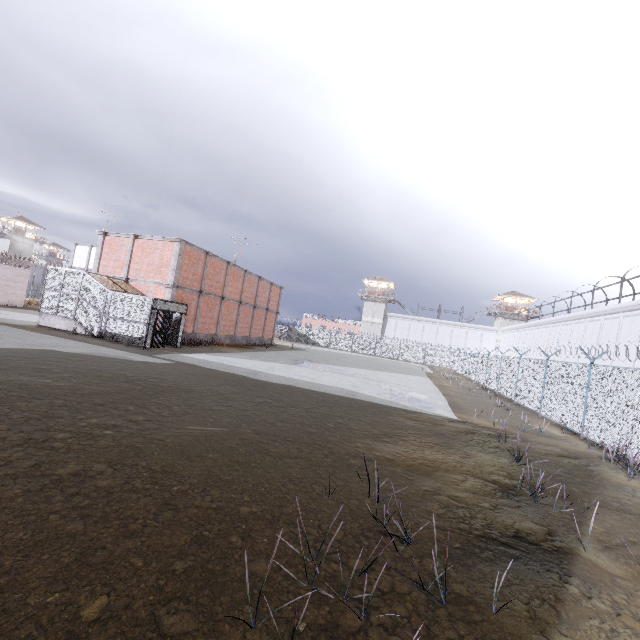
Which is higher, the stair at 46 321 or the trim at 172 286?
the trim at 172 286

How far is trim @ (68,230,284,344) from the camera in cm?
2147

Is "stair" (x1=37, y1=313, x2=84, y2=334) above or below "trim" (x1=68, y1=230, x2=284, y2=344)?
below

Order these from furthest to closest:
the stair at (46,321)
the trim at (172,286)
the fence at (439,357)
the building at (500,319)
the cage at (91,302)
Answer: the building at (500,319) < the trim at (172,286) < the stair at (46,321) < the cage at (91,302) < the fence at (439,357)

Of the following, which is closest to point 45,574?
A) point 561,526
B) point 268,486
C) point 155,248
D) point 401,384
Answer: point 268,486

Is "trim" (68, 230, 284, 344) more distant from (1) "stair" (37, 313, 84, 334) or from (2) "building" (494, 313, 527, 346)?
(2) "building" (494, 313, 527, 346)

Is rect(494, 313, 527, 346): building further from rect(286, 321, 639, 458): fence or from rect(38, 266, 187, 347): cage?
rect(38, 266, 187, 347): cage

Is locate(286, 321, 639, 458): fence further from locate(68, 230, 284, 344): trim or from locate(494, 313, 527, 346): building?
locate(68, 230, 284, 344): trim
